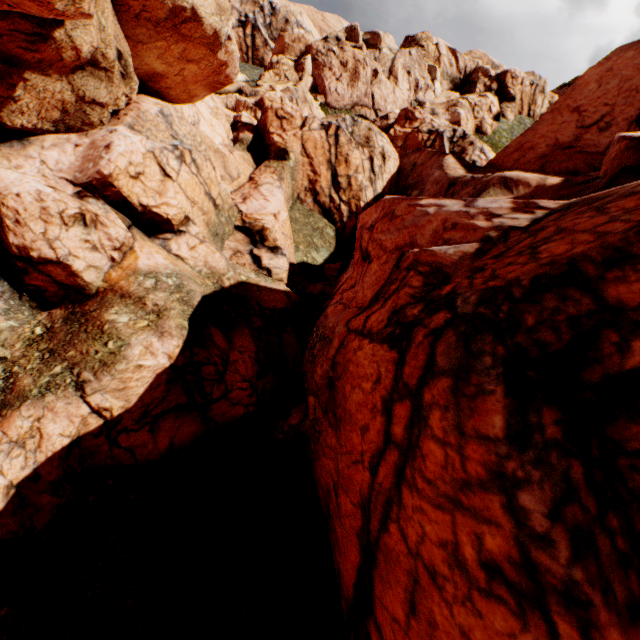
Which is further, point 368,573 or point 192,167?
point 192,167
